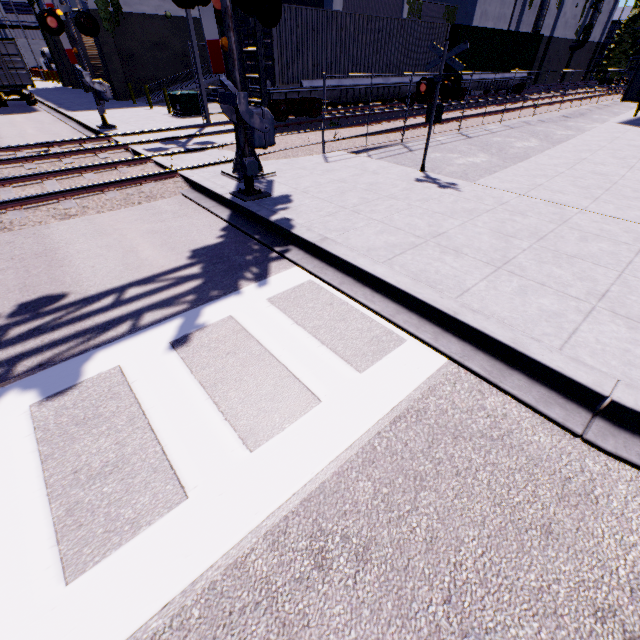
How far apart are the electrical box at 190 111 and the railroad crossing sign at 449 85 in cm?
1396

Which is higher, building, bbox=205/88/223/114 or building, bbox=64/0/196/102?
building, bbox=64/0/196/102

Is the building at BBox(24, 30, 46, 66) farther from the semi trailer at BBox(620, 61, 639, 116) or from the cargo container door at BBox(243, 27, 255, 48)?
the cargo container door at BBox(243, 27, 255, 48)

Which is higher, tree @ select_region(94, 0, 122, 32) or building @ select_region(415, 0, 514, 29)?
building @ select_region(415, 0, 514, 29)

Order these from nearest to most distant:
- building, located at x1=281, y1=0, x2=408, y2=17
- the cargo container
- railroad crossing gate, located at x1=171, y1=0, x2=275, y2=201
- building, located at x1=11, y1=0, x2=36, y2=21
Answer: railroad crossing gate, located at x1=171, y1=0, x2=275, y2=201, the cargo container, building, located at x1=281, y1=0, x2=408, y2=17, building, located at x1=11, y1=0, x2=36, y2=21

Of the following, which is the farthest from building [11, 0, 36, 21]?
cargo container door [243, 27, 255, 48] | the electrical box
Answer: cargo container door [243, 27, 255, 48]

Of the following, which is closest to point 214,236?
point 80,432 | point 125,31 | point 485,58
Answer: point 80,432

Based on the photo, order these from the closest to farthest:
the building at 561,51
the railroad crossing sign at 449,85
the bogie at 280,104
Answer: the railroad crossing sign at 449,85 < the bogie at 280,104 < the building at 561,51
